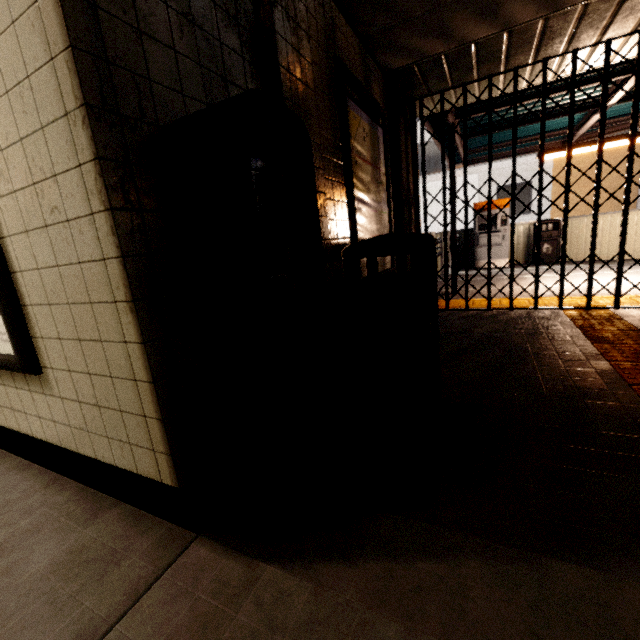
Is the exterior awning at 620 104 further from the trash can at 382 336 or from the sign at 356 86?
the trash can at 382 336

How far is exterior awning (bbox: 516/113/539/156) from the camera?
6.2 meters

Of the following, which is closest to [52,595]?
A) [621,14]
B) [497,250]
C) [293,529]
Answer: [293,529]

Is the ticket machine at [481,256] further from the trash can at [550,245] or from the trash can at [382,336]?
the trash can at [382,336]

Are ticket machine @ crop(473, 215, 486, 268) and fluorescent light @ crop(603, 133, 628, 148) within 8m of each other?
yes

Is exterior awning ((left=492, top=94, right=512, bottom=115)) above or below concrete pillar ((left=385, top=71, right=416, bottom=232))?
above

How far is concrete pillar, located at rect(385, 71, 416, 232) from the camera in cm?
370

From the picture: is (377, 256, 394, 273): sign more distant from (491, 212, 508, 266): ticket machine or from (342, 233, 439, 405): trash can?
(491, 212, 508, 266): ticket machine
